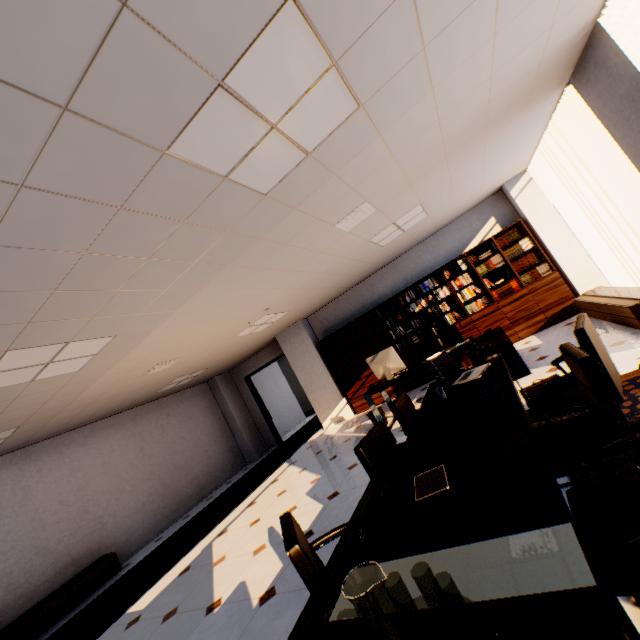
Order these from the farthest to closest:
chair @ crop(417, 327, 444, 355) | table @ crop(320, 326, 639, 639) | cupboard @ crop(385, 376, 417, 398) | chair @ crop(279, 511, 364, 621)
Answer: cupboard @ crop(385, 376, 417, 398) < chair @ crop(417, 327, 444, 355) < chair @ crop(279, 511, 364, 621) < table @ crop(320, 326, 639, 639)

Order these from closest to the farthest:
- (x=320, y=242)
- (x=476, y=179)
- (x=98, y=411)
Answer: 1. (x=320, y=242)
2. (x=476, y=179)
3. (x=98, y=411)

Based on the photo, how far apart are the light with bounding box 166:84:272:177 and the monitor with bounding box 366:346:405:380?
3.6m

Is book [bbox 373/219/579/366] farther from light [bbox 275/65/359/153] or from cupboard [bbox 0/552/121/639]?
cupboard [bbox 0/552/121/639]

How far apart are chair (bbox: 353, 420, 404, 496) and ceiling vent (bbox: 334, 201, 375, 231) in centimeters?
252cm

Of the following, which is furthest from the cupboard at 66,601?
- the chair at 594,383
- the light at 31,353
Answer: the chair at 594,383

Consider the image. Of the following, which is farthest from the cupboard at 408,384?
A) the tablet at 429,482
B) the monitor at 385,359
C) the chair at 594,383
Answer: the tablet at 429,482

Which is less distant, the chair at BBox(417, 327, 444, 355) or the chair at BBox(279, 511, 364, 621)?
the chair at BBox(279, 511, 364, 621)
